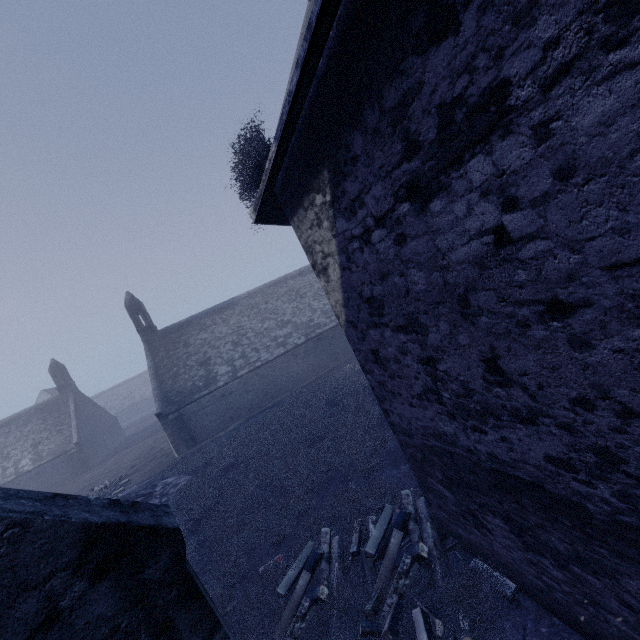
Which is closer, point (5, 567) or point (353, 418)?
point (5, 567)
